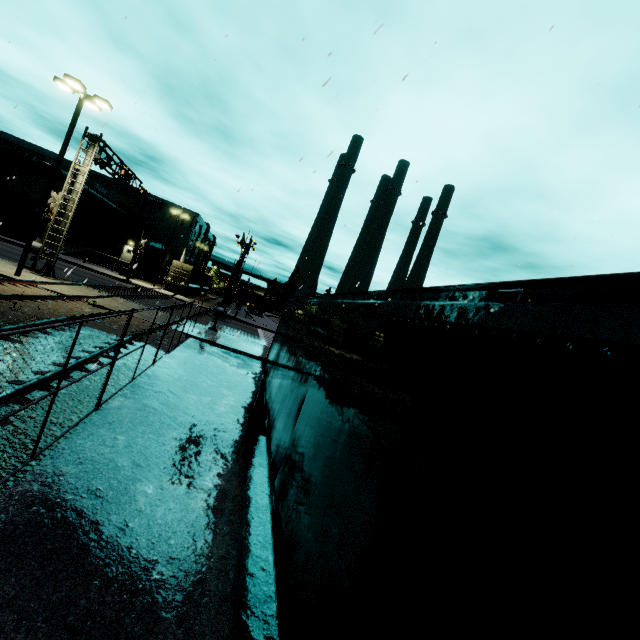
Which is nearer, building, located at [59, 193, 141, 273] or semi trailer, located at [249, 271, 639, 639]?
semi trailer, located at [249, 271, 639, 639]

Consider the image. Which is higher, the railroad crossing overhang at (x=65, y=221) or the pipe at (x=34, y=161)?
the pipe at (x=34, y=161)

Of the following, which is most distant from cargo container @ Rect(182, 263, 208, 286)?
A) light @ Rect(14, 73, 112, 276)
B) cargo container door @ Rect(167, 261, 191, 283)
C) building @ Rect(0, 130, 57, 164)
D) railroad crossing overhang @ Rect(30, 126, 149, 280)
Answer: light @ Rect(14, 73, 112, 276)

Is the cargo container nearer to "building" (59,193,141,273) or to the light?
"building" (59,193,141,273)

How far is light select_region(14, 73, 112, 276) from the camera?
15.6 meters

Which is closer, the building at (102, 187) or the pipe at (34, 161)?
the pipe at (34, 161)

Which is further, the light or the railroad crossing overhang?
the railroad crossing overhang

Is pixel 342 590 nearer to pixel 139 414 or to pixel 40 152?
pixel 139 414
